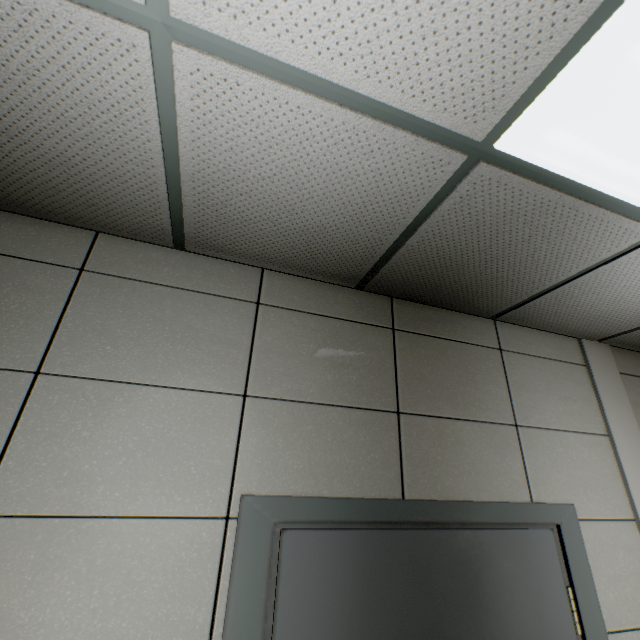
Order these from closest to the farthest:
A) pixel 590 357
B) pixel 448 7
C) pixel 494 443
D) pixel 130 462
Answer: pixel 448 7 < pixel 130 462 < pixel 494 443 < pixel 590 357
